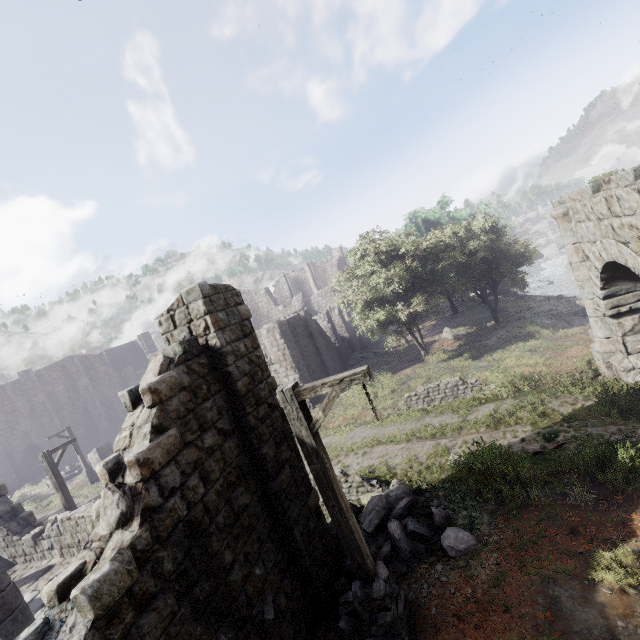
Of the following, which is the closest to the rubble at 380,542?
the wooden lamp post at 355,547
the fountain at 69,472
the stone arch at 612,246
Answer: the wooden lamp post at 355,547

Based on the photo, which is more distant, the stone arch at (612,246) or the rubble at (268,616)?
the stone arch at (612,246)

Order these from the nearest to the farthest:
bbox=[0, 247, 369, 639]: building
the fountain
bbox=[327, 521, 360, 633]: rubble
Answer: bbox=[0, 247, 369, 639]: building
bbox=[327, 521, 360, 633]: rubble
the fountain

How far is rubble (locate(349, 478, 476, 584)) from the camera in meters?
6.8 m

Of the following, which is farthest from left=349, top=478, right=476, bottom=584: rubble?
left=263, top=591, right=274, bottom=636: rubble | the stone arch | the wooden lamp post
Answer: the stone arch

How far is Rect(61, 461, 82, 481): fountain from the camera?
29.4m

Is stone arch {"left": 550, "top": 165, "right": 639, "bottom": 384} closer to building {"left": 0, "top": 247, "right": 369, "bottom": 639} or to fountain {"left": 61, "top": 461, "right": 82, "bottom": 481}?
building {"left": 0, "top": 247, "right": 369, "bottom": 639}

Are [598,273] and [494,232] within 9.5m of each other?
no
